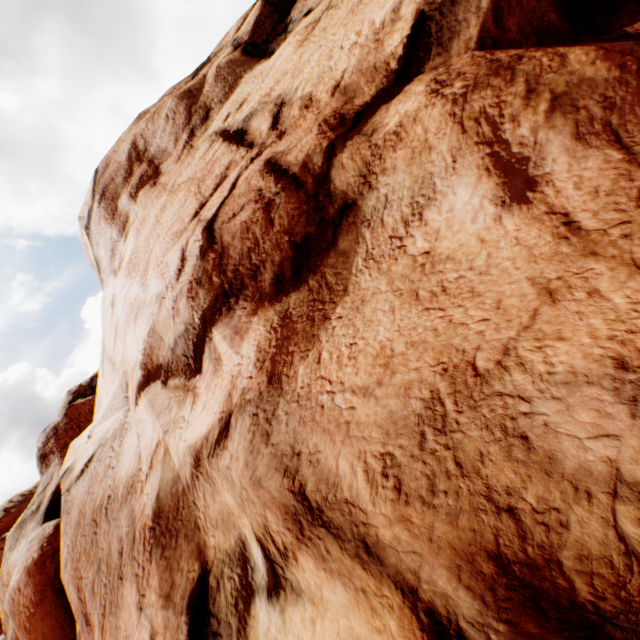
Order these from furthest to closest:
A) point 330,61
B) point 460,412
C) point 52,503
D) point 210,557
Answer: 1. point 52,503
2. point 330,61
3. point 210,557
4. point 460,412
